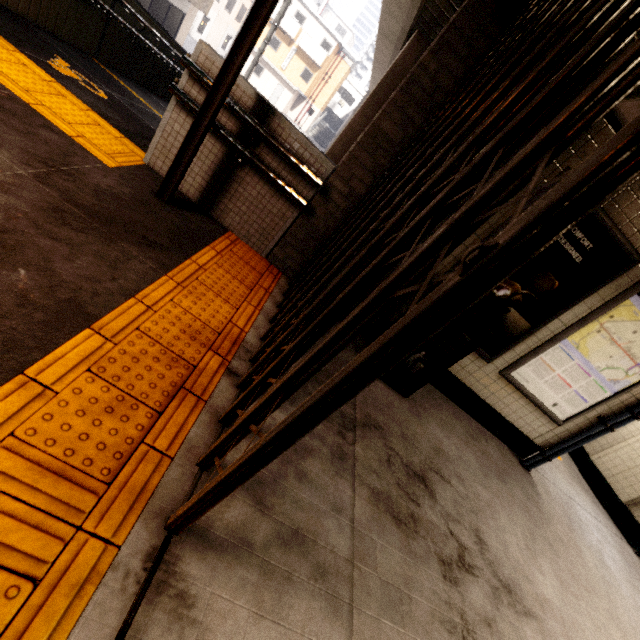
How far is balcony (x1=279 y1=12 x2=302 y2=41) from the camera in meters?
32.7 m

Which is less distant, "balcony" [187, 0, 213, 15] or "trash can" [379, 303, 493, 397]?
"trash can" [379, 303, 493, 397]

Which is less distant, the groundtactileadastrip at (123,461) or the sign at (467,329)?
the groundtactileadastrip at (123,461)

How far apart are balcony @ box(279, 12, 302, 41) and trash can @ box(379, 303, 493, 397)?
41.8 meters

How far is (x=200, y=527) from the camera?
1.38m

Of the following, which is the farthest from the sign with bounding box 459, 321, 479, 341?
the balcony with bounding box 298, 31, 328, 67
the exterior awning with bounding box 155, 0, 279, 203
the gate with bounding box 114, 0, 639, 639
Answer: → the balcony with bounding box 298, 31, 328, 67

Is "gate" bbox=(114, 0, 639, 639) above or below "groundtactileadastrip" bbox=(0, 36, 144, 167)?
above

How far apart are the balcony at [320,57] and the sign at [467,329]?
40.6m
